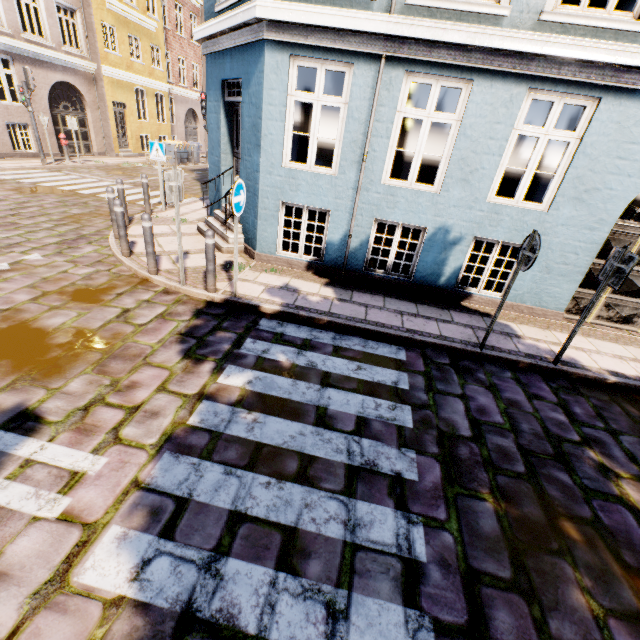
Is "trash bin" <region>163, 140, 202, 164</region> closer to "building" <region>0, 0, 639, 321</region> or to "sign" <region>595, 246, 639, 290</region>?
"building" <region>0, 0, 639, 321</region>

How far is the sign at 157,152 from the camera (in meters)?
9.25

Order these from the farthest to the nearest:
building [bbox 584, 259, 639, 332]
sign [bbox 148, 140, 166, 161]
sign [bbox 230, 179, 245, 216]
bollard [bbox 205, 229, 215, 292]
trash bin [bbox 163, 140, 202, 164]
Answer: trash bin [bbox 163, 140, 202, 164]
sign [bbox 148, 140, 166, 161]
building [bbox 584, 259, 639, 332]
bollard [bbox 205, 229, 215, 292]
sign [bbox 230, 179, 245, 216]

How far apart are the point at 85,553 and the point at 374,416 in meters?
2.8

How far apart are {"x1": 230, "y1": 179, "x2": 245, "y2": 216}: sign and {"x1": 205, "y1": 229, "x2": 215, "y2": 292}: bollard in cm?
54

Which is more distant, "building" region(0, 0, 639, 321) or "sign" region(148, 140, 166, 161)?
"sign" region(148, 140, 166, 161)

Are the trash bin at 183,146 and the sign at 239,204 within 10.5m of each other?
no

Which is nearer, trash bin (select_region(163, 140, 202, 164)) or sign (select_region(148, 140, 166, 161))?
sign (select_region(148, 140, 166, 161))
